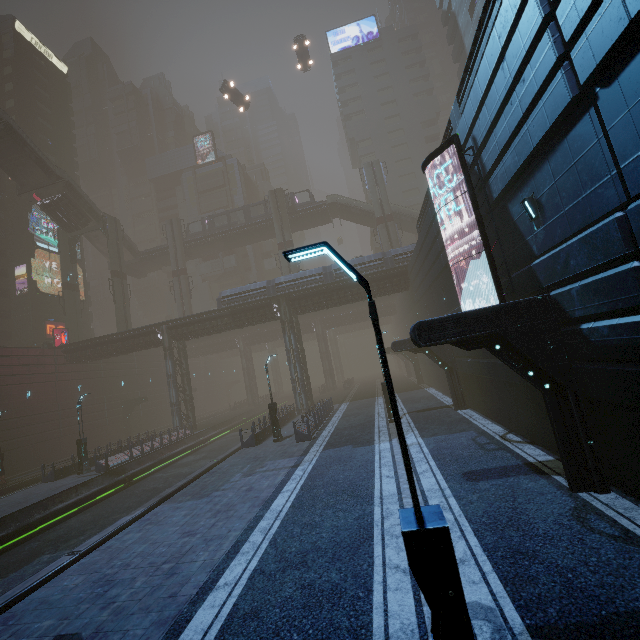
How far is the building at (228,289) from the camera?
31.7m

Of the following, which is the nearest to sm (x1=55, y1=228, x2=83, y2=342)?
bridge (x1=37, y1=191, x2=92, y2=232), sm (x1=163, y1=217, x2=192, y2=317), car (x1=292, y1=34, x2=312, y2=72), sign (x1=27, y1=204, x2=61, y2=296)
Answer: bridge (x1=37, y1=191, x2=92, y2=232)

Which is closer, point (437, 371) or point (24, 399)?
point (437, 371)

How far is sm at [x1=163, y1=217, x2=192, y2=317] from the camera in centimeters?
4638cm

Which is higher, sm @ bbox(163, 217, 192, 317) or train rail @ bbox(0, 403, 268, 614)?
sm @ bbox(163, 217, 192, 317)

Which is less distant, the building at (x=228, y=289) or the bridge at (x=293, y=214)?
the building at (x=228, y=289)

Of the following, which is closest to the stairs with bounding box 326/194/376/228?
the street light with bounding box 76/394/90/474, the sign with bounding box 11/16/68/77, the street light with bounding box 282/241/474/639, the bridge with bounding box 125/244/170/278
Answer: the bridge with bounding box 125/244/170/278

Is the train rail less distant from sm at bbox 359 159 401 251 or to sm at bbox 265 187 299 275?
sm at bbox 265 187 299 275
